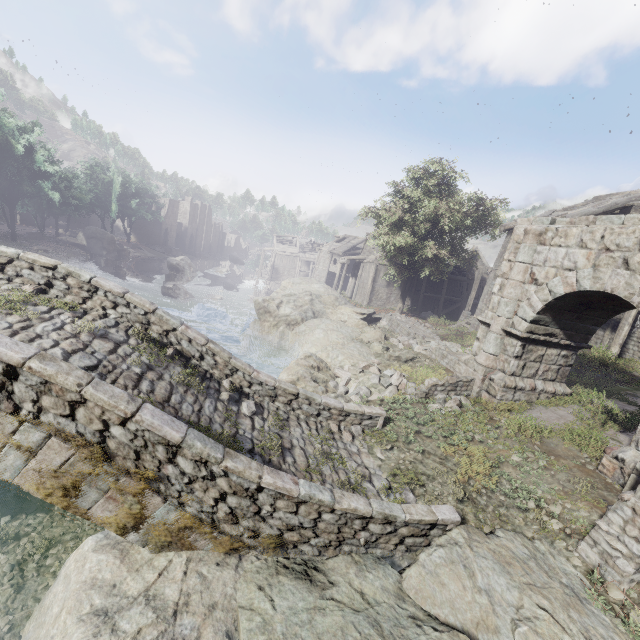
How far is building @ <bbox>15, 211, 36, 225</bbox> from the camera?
49.1 meters

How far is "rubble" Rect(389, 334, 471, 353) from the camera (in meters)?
16.48

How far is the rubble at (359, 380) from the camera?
12.1m

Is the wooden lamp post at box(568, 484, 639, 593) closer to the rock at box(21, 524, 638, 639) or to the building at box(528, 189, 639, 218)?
the rock at box(21, 524, 638, 639)

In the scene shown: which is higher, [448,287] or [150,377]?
[448,287]

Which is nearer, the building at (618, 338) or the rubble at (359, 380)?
the rubble at (359, 380)

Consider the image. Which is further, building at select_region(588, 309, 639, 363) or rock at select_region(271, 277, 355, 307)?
rock at select_region(271, 277, 355, 307)
